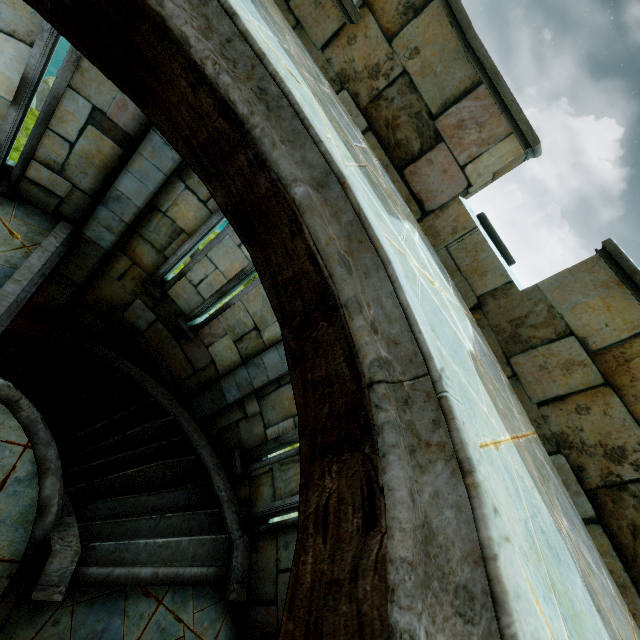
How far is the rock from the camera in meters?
9.8

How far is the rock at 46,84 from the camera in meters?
9.8

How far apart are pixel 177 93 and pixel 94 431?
5.6m
